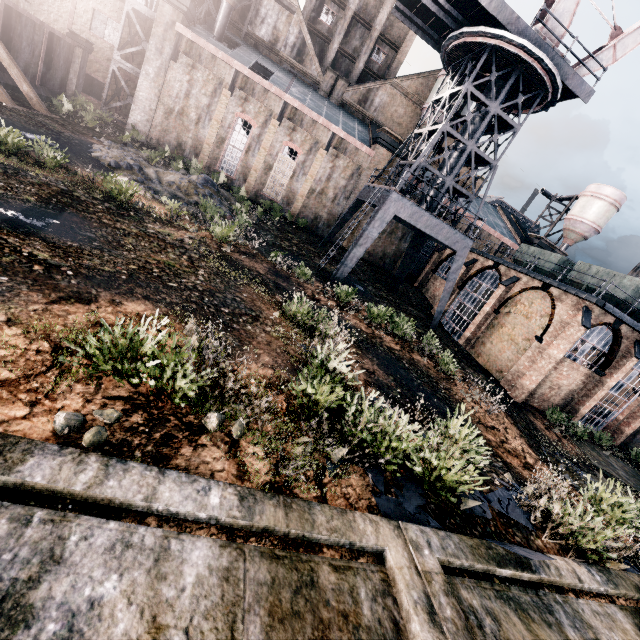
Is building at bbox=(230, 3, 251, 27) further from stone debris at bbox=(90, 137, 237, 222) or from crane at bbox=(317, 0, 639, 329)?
stone debris at bbox=(90, 137, 237, 222)

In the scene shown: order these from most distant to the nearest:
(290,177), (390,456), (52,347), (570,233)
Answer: (570,233) → (290,177) → (390,456) → (52,347)

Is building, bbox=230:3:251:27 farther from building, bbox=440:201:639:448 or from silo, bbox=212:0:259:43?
building, bbox=440:201:639:448

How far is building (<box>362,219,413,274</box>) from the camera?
37.31m

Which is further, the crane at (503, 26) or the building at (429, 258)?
the building at (429, 258)

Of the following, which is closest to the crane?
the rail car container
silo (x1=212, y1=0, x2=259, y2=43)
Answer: the rail car container

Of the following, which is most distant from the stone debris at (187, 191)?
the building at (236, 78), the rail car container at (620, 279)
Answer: the rail car container at (620, 279)

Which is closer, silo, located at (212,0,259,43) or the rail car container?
the rail car container
